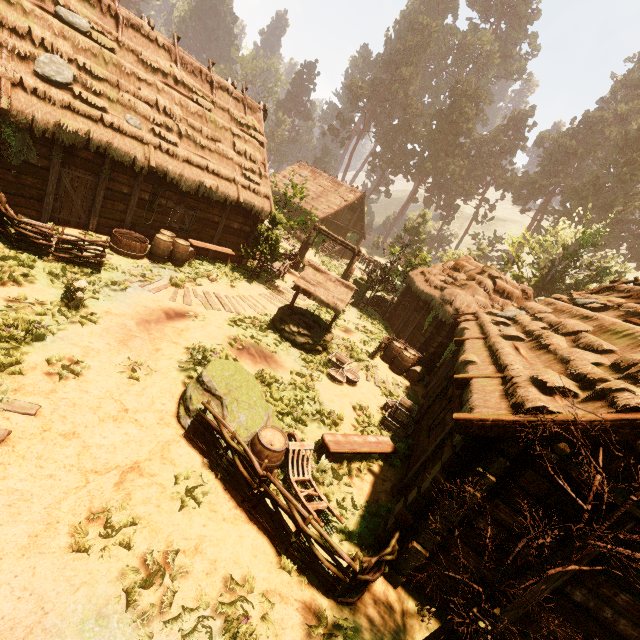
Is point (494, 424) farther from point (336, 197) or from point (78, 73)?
point (336, 197)

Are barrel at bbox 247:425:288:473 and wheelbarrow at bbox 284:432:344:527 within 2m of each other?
yes

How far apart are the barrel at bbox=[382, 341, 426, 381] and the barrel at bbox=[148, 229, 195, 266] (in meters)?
9.41

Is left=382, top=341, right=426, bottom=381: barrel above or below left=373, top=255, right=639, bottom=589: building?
below

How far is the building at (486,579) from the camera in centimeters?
546cm

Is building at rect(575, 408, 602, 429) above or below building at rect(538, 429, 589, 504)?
above

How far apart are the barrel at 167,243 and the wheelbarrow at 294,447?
9.06m

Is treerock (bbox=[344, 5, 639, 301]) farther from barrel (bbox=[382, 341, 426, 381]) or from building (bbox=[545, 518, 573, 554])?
barrel (bbox=[382, 341, 426, 381])
